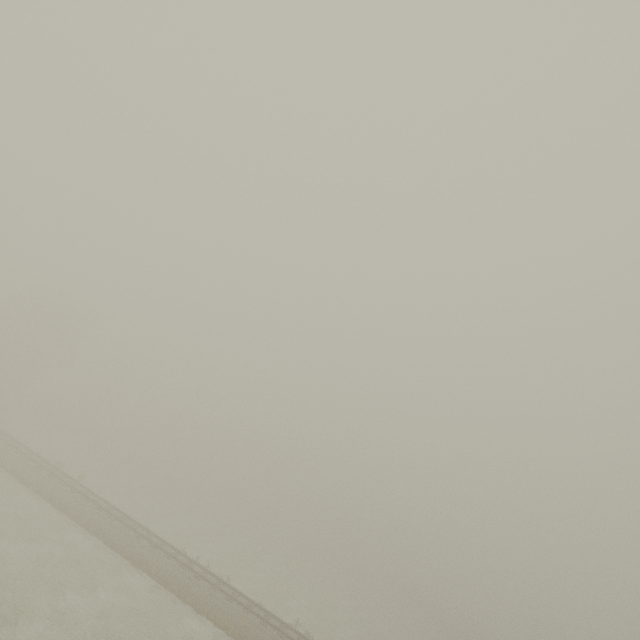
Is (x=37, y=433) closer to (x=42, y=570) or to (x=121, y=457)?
(x=121, y=457)
